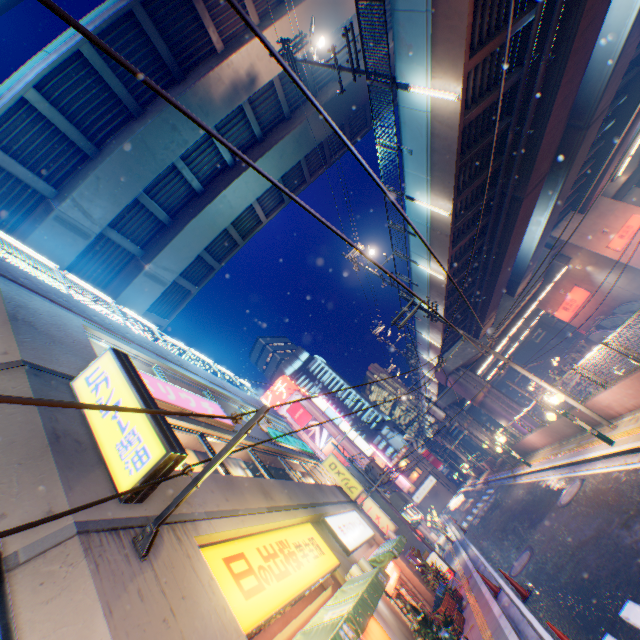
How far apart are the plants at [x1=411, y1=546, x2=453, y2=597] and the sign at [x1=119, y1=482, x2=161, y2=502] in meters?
14.9 m

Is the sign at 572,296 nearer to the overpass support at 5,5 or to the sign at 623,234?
the overpass support at 5,5

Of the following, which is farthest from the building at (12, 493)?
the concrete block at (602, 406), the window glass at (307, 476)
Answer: the concrete block at (602, 406)

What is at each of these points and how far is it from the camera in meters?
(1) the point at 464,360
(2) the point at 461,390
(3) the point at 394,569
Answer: (1) overpass support, 28.5 m
(2) overpass support, 29.2 m
(3) sign, 13.0 m

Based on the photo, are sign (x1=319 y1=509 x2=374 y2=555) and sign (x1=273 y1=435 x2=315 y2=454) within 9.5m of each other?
yes

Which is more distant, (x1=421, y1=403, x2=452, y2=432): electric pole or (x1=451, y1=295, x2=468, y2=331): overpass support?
(x1=421, y1=403, x2=452, y2=432): electric pole

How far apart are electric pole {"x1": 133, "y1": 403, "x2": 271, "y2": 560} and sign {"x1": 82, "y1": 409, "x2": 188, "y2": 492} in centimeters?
31cm

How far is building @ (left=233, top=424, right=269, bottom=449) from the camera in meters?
10.6 m
